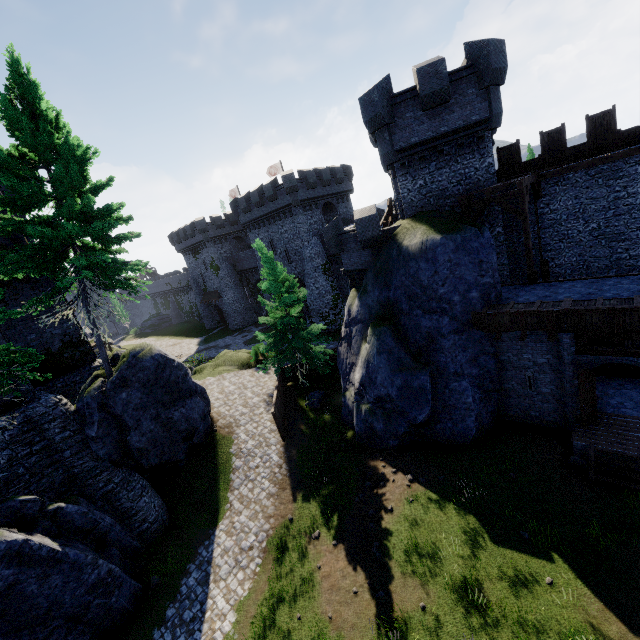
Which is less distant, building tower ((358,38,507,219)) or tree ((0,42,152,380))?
tree ((0,42,152,380))

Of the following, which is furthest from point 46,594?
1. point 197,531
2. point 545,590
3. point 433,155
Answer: point 433,155

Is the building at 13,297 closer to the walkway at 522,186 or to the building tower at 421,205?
the building tower at 421,205

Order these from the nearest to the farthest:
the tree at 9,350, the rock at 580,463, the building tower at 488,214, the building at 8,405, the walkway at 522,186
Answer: the tree at 9,350
the rock at 580,463
the building at 8,405
the walkway at 522,186
the building tower at 488,214

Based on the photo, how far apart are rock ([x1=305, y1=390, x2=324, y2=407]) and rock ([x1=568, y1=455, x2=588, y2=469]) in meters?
13.4

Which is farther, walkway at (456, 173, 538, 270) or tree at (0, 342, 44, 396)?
walkway at (456, 173, 538, 270)

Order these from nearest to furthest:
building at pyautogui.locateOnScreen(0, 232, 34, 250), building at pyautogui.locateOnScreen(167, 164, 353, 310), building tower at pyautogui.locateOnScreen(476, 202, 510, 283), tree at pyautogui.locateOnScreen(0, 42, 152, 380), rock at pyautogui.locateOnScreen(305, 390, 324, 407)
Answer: tree at pyautogui.locateOnScreen(0, 42, 152, 380), building at pyautogui.locateOnScreen(0, 232, 34, 250), building tower at pyautogui.locateOnScreen(476, 202, 510, 283), rock at pyautogui.locateOnScreen(305, 390, 324, 407), building at pyautogui.locateOnScreen(167, 164, 353, 310)

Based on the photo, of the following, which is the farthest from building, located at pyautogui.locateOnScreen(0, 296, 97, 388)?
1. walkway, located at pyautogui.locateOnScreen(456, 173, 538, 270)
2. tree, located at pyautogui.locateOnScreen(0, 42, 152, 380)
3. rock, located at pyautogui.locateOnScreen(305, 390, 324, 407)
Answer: walkway, located at pyautogui.locateOnScreen(456, 173, 538, 270)
